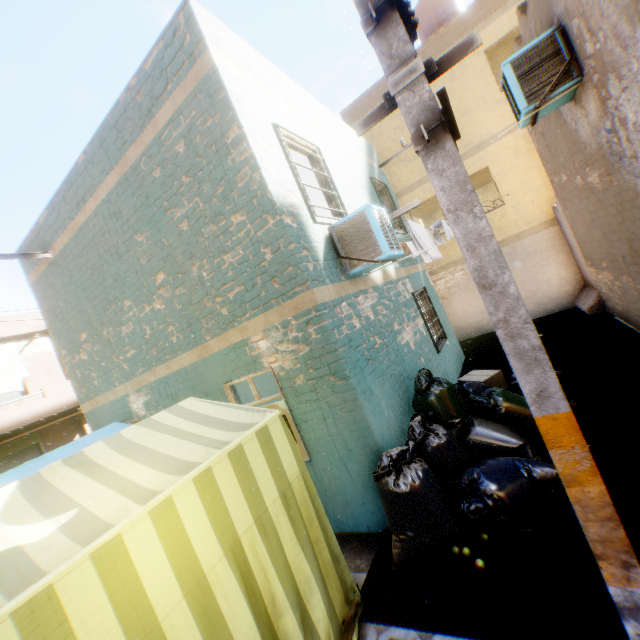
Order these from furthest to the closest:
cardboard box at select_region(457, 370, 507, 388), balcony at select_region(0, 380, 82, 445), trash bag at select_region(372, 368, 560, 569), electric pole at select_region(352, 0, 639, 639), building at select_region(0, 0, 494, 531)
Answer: balcony at select_region(0, 380, 82, 445), cardboard box at select_region(457, 370, 507, 388), building at select_region(0, 0, 494, 531), trash bag at select_region(372, 368, 560, 569), electric pole at select_region(352, 0, 639, 639)

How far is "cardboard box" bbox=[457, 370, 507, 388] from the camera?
6.4 meters

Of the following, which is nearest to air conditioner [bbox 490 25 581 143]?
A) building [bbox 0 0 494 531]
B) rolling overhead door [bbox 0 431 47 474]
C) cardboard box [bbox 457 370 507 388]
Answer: building [bbox 0 0 494 531]

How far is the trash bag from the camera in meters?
3.3 m

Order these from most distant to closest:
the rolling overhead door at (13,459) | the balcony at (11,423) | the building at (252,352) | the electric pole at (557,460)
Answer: the rolling overhead door at (13,459), the balcony at (11,423), the building at (252,352), the electric pole at (557,460)

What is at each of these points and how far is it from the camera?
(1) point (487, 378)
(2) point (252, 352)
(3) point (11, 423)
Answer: (1) cardboard box, 6.4m
(2) building, 4.6m
(3) balcony, 9.4m

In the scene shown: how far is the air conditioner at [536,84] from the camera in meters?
4.3

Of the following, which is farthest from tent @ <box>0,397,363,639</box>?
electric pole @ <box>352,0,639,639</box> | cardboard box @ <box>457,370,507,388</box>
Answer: cardboard box @ <box>457,370,507,388</box>
